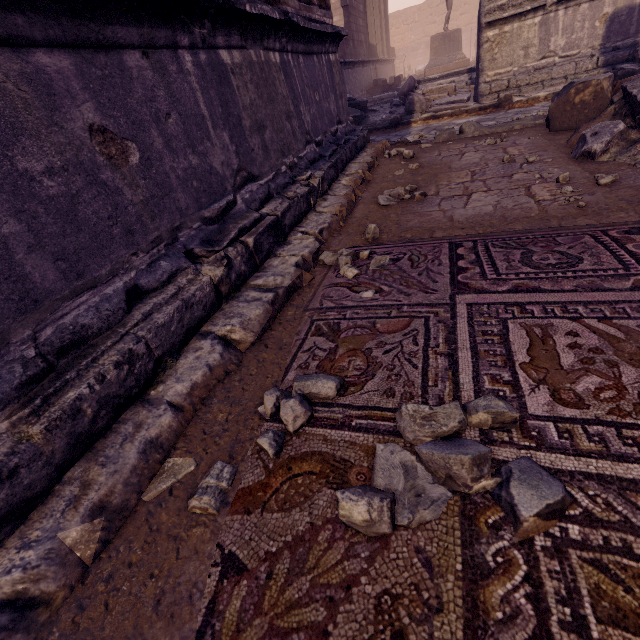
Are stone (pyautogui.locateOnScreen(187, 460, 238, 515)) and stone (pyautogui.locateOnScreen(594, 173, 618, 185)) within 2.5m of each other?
no

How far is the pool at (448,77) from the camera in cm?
1000

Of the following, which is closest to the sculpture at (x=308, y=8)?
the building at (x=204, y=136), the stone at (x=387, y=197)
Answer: the building at (x=204, y=136)

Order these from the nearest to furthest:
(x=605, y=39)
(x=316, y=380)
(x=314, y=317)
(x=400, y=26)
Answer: (x=316, y=380), (x=314, y=317), (x=605, y=39), (x=400, y=26)

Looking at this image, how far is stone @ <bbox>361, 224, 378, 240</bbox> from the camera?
2.52m

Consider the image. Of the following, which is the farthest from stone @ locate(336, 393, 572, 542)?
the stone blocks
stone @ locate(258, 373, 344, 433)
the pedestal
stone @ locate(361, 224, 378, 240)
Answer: the pedestal

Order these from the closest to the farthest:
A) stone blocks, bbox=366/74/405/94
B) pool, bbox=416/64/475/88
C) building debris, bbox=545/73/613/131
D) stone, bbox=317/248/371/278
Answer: stone, bbox=317/248/371/278 < building debris, bbox=545/73/613/131 < pool, bbox=416/64/475/88 < stone blocks, bbox=366/74/405/94

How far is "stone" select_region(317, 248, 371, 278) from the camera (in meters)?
2.06
